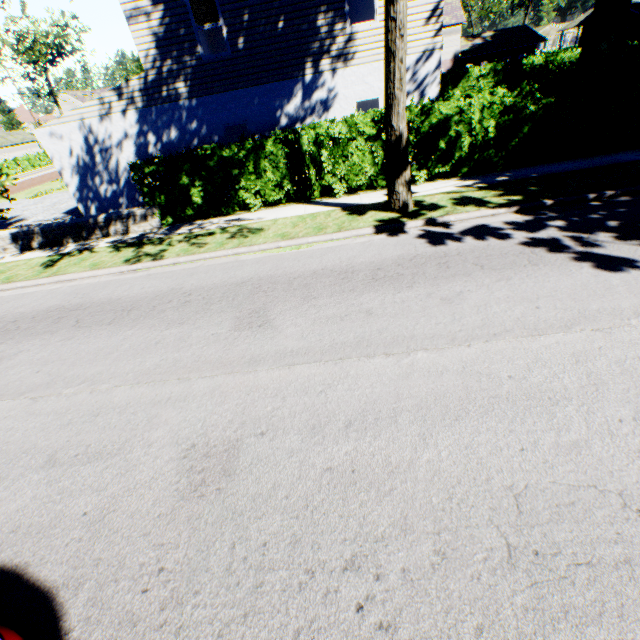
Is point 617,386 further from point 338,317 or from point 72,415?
point 72,415

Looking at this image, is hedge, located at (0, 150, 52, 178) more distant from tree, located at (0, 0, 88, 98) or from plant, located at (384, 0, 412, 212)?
plant, located at (384, 0, 412, 212)

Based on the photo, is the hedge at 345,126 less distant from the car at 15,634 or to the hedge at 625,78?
the hedge at 625,78

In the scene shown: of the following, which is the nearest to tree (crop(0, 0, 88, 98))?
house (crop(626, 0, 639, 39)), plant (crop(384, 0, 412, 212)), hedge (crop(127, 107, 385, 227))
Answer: plant (crop(384, 0, 412, 212))

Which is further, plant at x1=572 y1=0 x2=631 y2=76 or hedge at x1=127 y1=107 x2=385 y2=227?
plant at x1=572 y1=0 x2=631 y2=76

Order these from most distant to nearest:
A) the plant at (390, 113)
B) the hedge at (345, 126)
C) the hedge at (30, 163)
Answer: the hedge at (30, 163), the hedge at (345, 126), the plant at (390, 113)

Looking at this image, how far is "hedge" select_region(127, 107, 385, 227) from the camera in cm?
976
